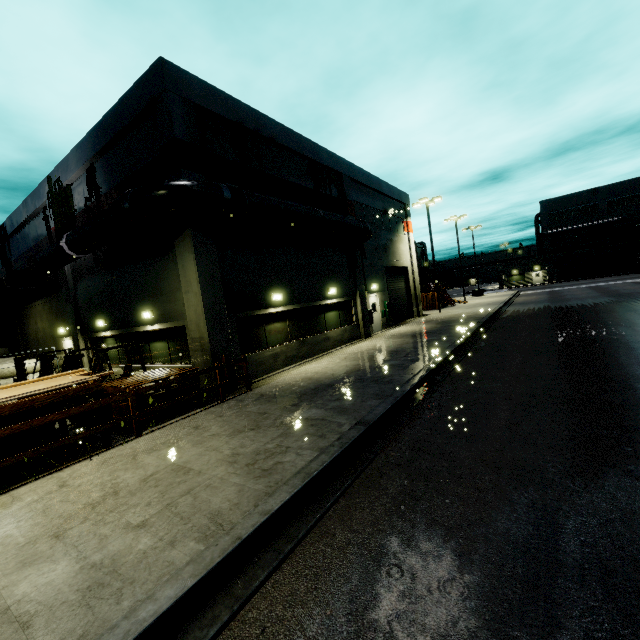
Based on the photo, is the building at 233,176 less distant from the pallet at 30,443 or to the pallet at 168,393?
the pallet at 168,393

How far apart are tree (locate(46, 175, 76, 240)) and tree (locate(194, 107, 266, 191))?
8.32m

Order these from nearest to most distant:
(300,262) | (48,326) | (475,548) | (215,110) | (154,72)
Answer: (475,548)
(154,72)
(215,110)
(300,262)
(48,326)

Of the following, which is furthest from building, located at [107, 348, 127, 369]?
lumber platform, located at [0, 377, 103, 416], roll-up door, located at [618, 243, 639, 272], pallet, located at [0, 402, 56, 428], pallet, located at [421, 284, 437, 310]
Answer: pallet, located at [0, 402, 56, 428]

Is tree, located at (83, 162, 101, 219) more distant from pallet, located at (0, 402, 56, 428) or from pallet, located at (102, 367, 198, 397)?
pallet, located at (0, 402, 56, 428)

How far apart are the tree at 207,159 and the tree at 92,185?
5.8 meters

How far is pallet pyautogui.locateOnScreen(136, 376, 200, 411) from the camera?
8.3m

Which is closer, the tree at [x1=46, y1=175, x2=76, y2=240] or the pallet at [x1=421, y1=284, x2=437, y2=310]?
the tree at [x1=46, y1=175, x2=76, y2=240]
